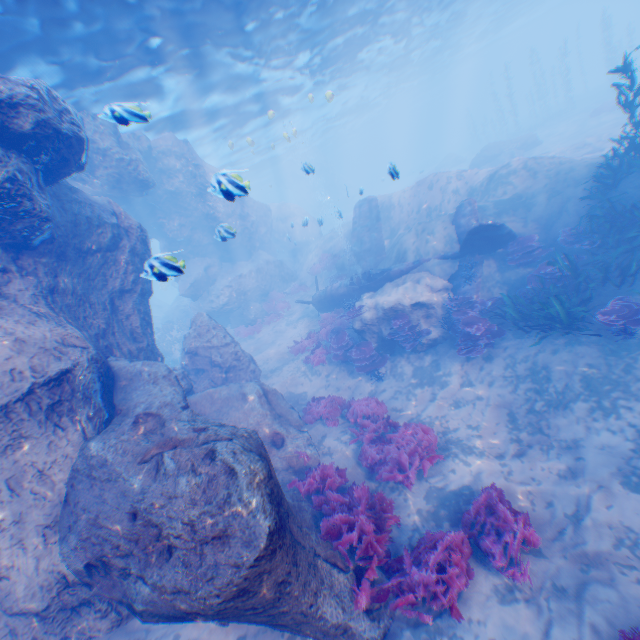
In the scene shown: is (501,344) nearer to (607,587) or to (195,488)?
(607,587)

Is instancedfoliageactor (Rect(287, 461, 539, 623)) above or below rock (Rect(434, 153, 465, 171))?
below

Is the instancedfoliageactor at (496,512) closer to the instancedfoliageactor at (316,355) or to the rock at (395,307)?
the rock at (395,307)

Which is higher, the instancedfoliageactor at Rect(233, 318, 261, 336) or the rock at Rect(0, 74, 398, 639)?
the rock at Rect(0, 74, 398, 639)

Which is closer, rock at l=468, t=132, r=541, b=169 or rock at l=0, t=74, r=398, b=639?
rock at l=0, t=74, r=398, b=639

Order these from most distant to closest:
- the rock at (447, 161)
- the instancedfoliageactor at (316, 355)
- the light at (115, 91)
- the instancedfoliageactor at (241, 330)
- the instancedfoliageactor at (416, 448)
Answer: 1. the rock at (447, 161)
2. the instancedfoliageactor at (241, 330)
3. the instancedfoliageactor at (316, 355)
4. the light at (115, 91)
5. the instancedfoliageactor at (416, 448)

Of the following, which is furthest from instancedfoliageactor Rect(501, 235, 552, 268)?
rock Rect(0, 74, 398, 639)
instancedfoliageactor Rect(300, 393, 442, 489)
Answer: instancedfoliageactor Rect(300, 393, 442, 489)

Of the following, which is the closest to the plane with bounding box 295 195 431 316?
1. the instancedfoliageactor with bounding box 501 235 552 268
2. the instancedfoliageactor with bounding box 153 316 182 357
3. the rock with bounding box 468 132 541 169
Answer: the instancedfoliageactor with bounding box 501 235 552 268
